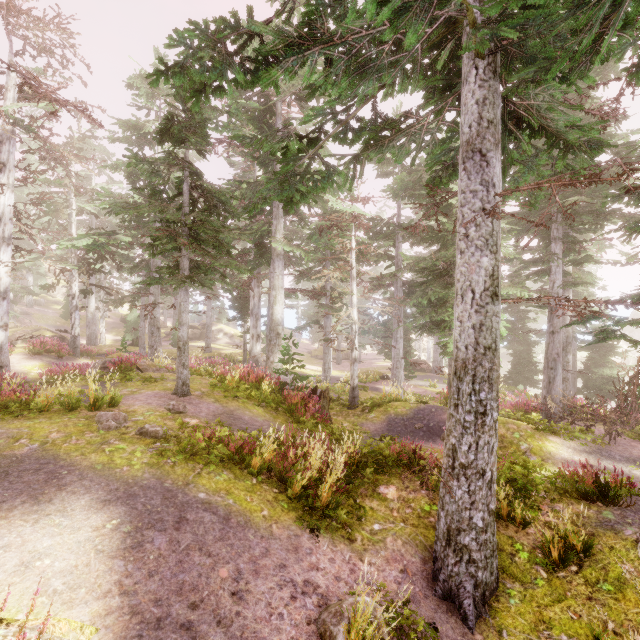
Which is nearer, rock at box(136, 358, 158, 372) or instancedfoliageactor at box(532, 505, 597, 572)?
instancedfoliageactor at box(532, 505, 597, 572)

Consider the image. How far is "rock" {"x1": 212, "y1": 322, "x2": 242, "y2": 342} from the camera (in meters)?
48.31

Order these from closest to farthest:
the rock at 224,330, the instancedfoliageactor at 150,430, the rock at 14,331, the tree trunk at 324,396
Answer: the instancedfoliageactor at 150,430 → the tree trunk at 324,396 → the rock at 14,331 → the rock at 224,330

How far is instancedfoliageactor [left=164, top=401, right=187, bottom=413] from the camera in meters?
8.6 m

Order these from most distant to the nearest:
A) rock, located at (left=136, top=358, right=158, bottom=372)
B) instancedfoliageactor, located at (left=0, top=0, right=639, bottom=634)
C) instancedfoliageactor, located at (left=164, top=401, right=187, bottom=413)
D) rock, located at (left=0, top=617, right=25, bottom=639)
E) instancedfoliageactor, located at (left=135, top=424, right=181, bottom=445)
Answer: rock, located at (left=136, top=358, right=158, bottom=372) < instancedfoliageactor, located at (left=164, top=401, right=187, bottom=413) < instancedfoliageactor, located at (left=135, top=424, right=181, bottom=445) < instancedfoliageactor, located at (left=0, top=0, right=639, bottom=634) < rock, located at (left=0, top=617, right=25, bottom=639)

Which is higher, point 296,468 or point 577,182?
point 577,182

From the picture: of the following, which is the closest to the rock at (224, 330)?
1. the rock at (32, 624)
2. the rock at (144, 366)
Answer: the rock at (144, 366)
